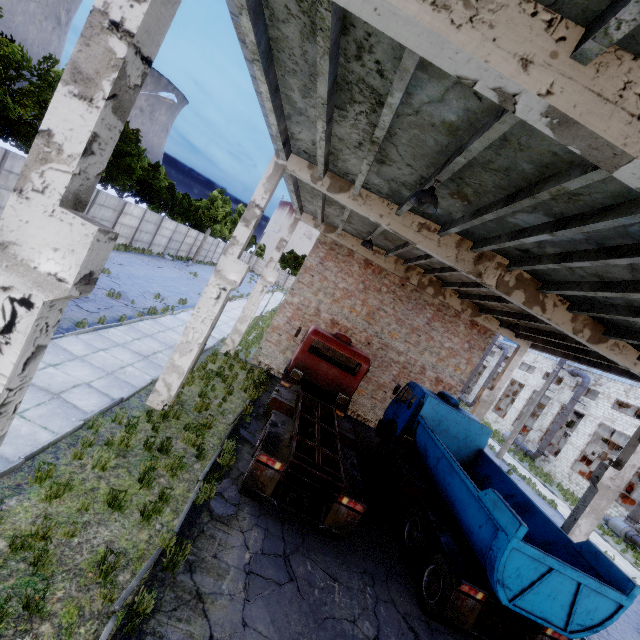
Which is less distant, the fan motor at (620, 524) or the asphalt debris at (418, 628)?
the asphalt debris at (418, 628)

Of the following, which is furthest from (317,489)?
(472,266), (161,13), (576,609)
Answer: (161,13)

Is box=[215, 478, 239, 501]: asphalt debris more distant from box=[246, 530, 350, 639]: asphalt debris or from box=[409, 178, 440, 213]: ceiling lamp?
box=[409, 178, 440, 213]: ceiling lamp

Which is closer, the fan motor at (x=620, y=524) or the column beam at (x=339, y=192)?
the column beam at (x=339, y=192)

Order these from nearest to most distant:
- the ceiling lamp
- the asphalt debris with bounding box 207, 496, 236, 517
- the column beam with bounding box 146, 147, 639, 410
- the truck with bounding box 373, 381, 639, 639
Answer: the ceiling lamp < the truck with bounding box 373, 381, 639, 639 < the asphalt debris with bounding box 207, 496, 236, 517 < the column beam with bounding box 146, 147, 639, 410

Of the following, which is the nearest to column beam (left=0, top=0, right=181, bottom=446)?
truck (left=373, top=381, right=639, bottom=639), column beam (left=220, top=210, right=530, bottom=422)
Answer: truck (left=373, top=381, right=639, bottom=639)

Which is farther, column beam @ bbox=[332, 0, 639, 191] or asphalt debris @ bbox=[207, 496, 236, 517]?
asphalt debris @ bbox=[207, 496, 236, 517]

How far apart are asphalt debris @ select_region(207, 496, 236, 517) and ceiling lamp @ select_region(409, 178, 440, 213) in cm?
735
